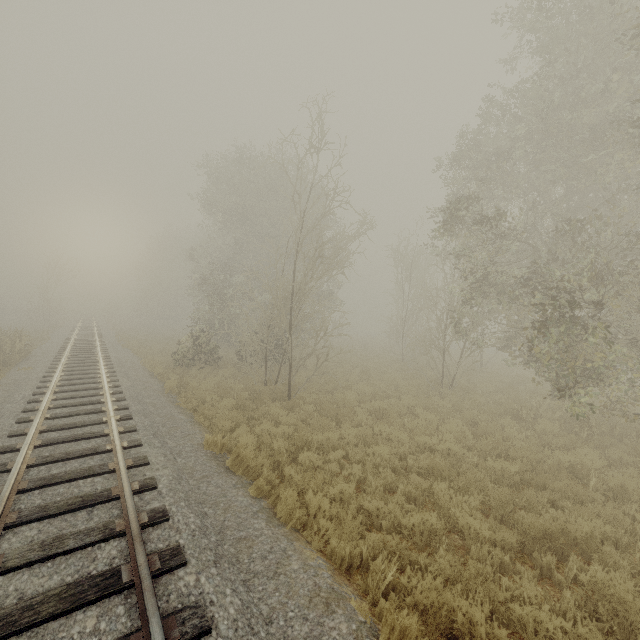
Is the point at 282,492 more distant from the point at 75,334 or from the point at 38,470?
the point at 75,334
